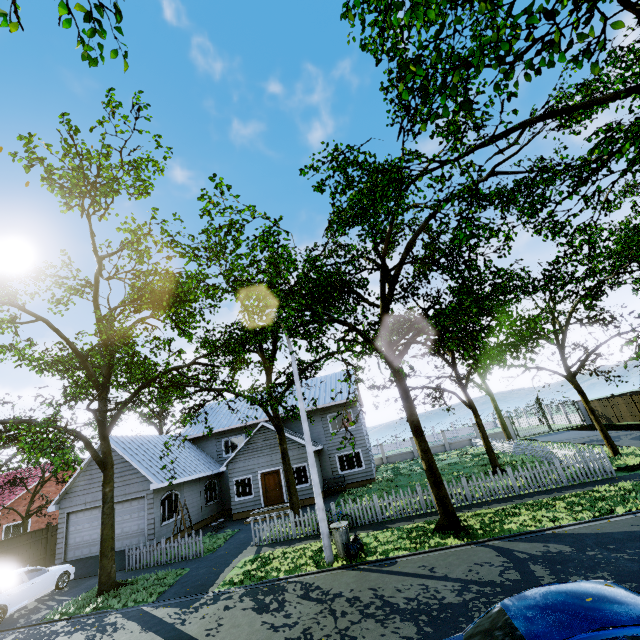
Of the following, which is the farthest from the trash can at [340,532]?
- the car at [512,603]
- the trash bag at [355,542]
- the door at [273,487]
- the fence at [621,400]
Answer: the door at [273,487]

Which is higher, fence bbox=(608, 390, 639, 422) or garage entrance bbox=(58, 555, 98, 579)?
fence bbox=(608, 390, 639, 422)

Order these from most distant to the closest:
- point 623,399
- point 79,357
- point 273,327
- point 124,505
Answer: point 623,399
point 124,505
point 79,357
point 273,327

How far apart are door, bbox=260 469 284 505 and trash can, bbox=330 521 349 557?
11.1 meters

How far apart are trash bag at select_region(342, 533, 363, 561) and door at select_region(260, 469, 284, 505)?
11.1 meters

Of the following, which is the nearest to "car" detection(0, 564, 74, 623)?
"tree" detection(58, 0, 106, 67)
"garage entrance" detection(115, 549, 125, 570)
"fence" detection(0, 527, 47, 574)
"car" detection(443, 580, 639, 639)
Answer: "garage entrance" detection(115, 549, 125, 570)

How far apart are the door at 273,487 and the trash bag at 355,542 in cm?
1114

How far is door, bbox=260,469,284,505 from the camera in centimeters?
2158cm
